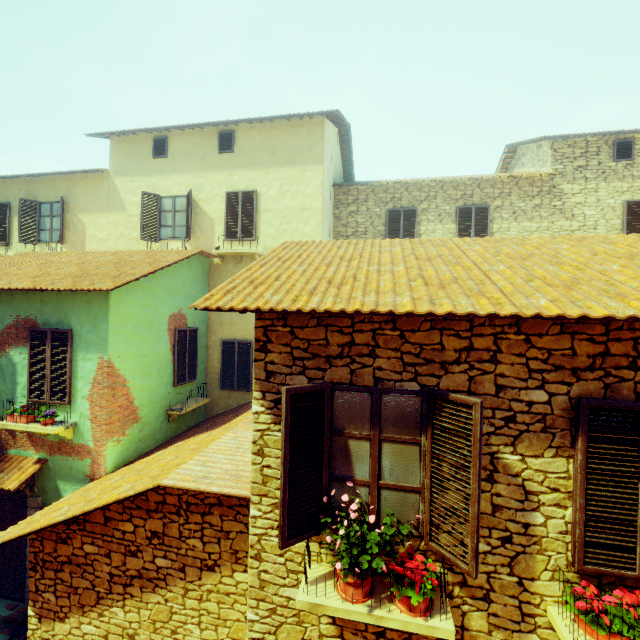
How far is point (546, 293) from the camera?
3.2m

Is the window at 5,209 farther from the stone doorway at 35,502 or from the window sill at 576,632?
the window sill at 576,632

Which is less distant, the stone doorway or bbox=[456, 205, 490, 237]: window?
the stone doorway

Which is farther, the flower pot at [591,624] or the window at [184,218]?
the window at [184,218]

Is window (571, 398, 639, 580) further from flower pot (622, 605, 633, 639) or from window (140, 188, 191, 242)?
window (140, 188, 191, 242)

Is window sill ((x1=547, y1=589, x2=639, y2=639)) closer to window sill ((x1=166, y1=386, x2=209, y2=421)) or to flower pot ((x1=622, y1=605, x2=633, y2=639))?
flower pot ((x1=622, y1=605, x2=633, y2=639))

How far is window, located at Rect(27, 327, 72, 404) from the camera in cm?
706

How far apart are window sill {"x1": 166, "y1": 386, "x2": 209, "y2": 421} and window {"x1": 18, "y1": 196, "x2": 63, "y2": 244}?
7.71m
